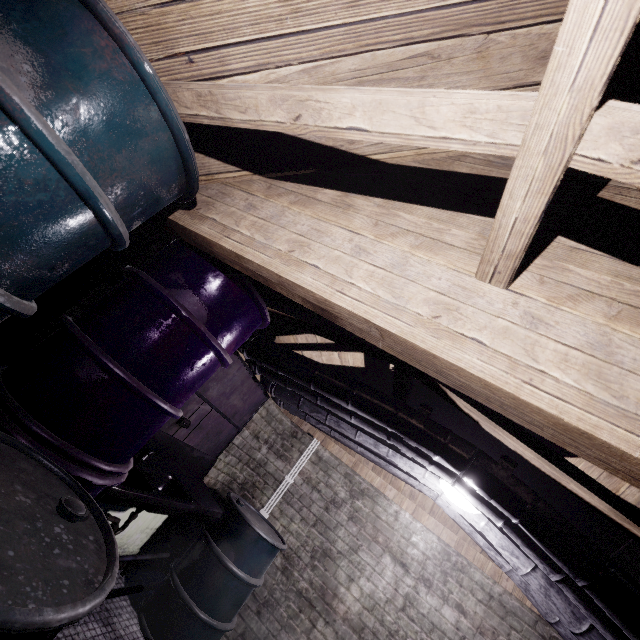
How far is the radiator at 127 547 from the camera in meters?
2.7

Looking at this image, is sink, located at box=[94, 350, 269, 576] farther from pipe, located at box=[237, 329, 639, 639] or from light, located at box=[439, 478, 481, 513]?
light, located at box=[439, 478, 481, 513]

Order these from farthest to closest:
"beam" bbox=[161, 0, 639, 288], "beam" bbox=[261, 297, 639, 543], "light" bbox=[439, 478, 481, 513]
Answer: "light" bbox=[439, 478, 481, 513] < "beam" bbox=[261, 297, 639, 543] < "beam" bbox=[161, 0, 639, 288]

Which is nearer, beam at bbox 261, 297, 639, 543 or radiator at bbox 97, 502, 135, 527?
beam at bbox 261, 297, 639, 543

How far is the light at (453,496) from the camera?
2.1m

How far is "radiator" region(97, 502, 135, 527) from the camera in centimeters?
236cm

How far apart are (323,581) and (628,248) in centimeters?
369cm

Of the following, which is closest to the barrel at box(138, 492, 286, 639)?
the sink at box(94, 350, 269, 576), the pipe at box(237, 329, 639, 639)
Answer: the sink at box(94, 350, 269, 576)
